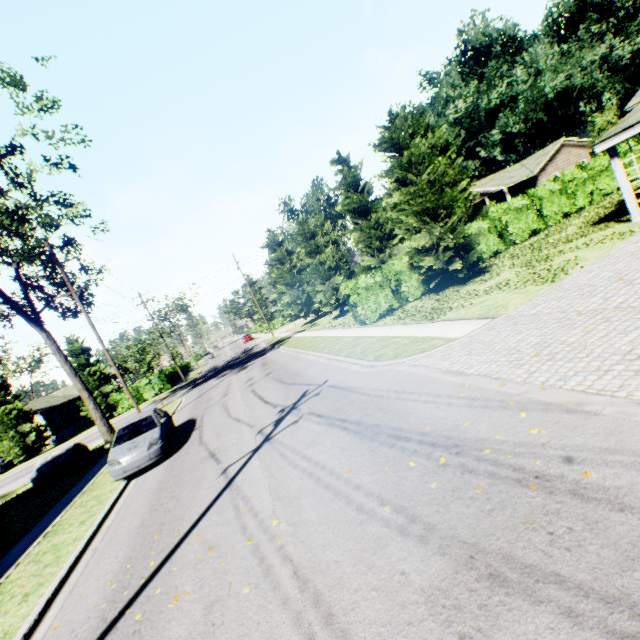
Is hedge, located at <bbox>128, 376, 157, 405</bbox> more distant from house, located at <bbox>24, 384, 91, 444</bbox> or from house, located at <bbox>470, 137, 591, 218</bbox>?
house, located at <bbox>470, 137, 591, 218</bbox>

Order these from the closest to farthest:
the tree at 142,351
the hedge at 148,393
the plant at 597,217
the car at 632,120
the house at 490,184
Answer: the car at 632,120 < the plant at 597,217 < the house at 490,184 < the hedge at 148,393 < the tree at 142,351

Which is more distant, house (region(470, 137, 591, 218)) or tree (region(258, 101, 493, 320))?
house (region(470, 137, 591, 218))

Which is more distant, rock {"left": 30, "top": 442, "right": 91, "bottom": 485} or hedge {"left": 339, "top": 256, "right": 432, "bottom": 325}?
rock {"left": 30, "top": 442, "right": 91, "bottom": 485}

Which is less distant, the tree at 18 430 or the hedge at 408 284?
the hedge at 408 284

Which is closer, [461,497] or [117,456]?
[461,497]

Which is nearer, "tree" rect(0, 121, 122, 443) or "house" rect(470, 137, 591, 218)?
"tree" rect(0, 121, 122, 443)

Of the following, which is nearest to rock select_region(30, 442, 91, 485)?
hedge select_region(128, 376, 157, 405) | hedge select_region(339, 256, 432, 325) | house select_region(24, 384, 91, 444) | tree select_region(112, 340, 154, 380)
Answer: hedge select_region(128, 376, 157, 405)
